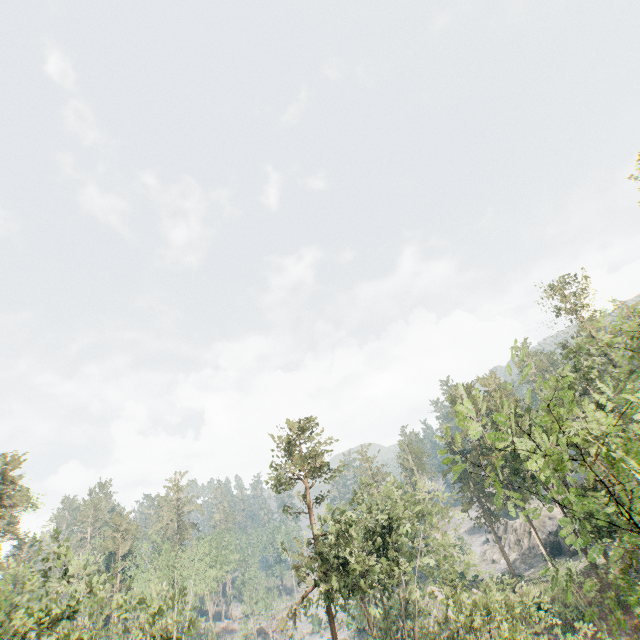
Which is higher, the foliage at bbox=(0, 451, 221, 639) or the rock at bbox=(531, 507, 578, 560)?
the foliage at bbox=(0, 451, 221, 639)

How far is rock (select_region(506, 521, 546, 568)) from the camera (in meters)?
52.38

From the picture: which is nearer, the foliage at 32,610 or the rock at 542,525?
the foliage at 32,610

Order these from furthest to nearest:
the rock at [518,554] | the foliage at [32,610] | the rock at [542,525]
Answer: the rock at [518,554] → the rock at [542,525] → the foliage at [32,610]

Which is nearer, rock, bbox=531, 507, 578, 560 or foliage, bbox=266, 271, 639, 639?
foliage, bbox=266, 271, 639, 639

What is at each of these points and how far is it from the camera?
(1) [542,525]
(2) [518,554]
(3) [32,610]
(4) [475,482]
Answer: (1) rock, 53.81m
(2) rock, 55.75m
(3) foliage, 18.08m
(4) foliage, 53.06m

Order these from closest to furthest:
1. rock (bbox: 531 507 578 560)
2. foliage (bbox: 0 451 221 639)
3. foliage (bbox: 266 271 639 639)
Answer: foliage (bbox: 266 271 639 639) < foliage (bbox: 0 451 221 639) < rock (bbox: 531 507 578 560)
